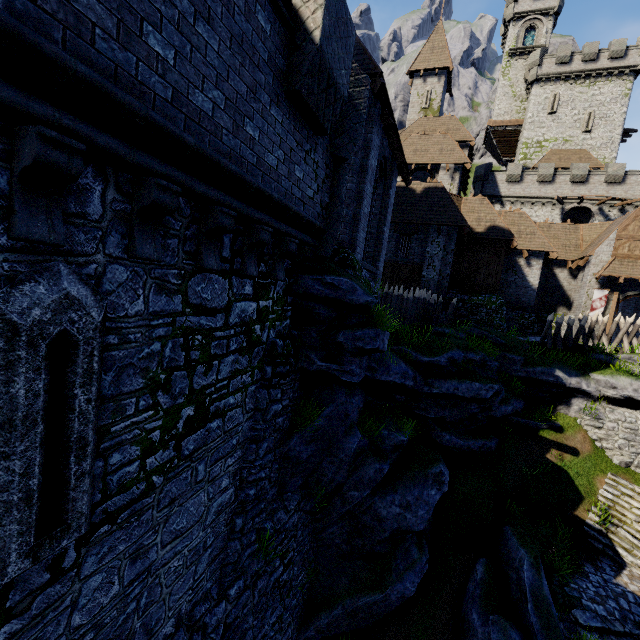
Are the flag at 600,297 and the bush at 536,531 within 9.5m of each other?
no

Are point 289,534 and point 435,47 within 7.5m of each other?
no

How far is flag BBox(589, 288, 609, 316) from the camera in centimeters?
2150cm

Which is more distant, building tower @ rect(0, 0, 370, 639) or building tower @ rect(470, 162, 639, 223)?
building tower @ rect(470, 162, 639, 223)

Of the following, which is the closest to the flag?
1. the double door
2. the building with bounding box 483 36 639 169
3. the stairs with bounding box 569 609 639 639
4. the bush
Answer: the double door

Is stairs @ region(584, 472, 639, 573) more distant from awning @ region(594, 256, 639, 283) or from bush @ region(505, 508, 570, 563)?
awning @ region(594, 256, 639, 283)

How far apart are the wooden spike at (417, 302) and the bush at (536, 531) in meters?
8.3

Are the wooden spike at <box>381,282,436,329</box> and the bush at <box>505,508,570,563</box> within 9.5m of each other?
yes
